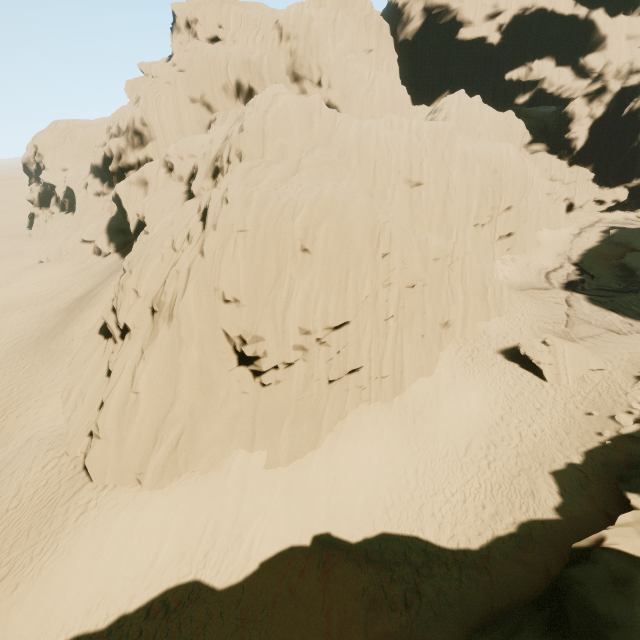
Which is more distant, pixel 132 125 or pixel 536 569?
pixel 132 125

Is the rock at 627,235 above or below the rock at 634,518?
below

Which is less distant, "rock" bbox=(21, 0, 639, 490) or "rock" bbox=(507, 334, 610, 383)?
"rock" bbox=(21, 0, 639, 490)

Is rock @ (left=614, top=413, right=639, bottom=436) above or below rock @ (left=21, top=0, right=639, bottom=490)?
below

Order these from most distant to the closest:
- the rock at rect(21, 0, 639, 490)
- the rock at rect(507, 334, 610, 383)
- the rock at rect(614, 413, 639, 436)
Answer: the rock at rect(507, 334, 610, 383)
the rock at rect(614, 413, 639, 436)
the rock at rect(21, 0, 639, 490)

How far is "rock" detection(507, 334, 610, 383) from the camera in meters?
19.1 m

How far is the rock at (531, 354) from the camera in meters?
19.1
